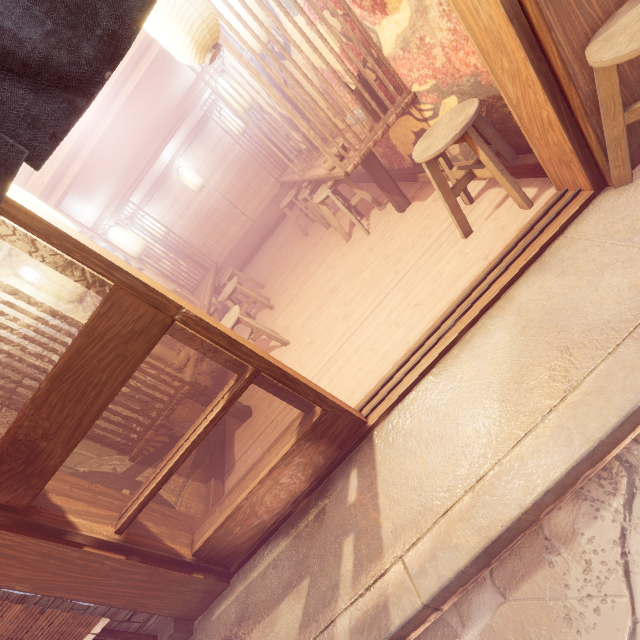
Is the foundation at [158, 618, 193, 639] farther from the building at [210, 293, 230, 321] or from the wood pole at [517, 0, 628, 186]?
the wood pole at [517, 0, 628, 186]

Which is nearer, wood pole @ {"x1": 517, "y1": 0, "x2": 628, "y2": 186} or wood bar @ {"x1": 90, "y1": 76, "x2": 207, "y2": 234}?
wood pole @ {"x1": 517, "y1": 0, "x2": 628, "y2": 186}

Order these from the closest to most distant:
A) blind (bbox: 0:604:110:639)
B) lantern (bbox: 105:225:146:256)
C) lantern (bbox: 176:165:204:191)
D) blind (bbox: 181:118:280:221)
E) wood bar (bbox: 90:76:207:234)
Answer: blind (bbox: 0:604:110:639) → wood bar (bbox: 90:76:207:234) → lantern (bbox: 105:225:146:256) → lantern (bbox: 176:165:204:191) → blind (bbox: 181:118:280:221)

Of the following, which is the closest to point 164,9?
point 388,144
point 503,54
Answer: point 503,54

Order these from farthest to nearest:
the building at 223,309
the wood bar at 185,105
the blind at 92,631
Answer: the building at 223,309 → the wood bar at 185,105 → the blind at 92,631

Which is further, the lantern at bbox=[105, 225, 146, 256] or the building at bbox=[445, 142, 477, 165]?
the lantern at bbox=[105, 225, 146, 256]

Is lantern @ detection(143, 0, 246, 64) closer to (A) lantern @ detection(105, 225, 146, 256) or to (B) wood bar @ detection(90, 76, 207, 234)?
(B) wood bar @ detection(90, 76, 207, 234)

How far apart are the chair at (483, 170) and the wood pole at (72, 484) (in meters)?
5.45
